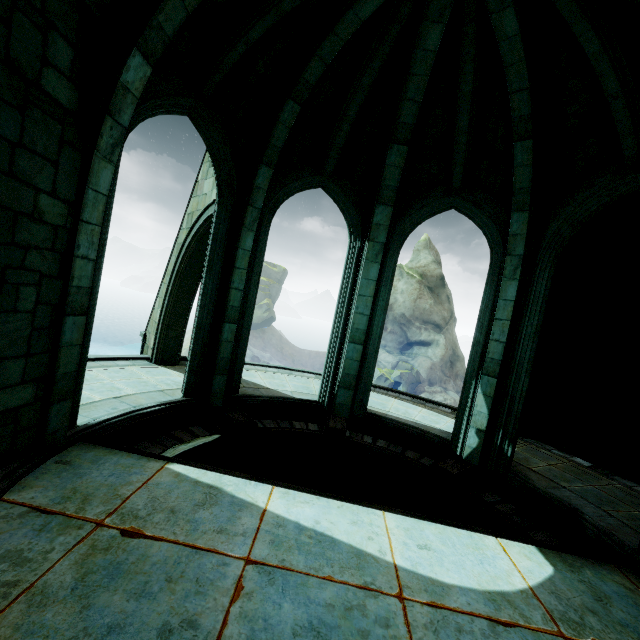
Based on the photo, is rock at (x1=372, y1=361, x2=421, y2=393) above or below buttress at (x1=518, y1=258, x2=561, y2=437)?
below

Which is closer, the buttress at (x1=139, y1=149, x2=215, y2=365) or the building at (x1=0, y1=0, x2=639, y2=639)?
the building at (x1=0, y1=0, x2=639, y2=639)

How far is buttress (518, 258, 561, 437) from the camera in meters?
8.5 m

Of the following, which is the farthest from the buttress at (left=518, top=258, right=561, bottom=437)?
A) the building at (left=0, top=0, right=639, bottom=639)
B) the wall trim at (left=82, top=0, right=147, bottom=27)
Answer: the wall trim at (left=82, top=0, right=147, bottom=27)

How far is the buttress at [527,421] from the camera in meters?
8.5 m

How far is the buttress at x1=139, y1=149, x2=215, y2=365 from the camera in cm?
808

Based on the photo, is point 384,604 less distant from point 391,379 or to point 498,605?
point 498,605

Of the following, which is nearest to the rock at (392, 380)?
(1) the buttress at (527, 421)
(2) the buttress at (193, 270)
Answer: (1) the buttress at (527, 421)
